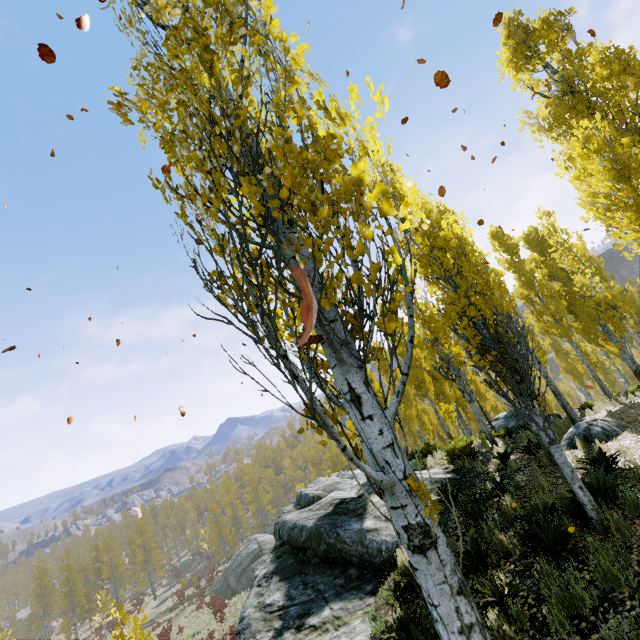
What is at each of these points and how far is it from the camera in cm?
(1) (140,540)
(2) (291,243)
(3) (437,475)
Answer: (1) instancedfoliageactor, 4816
(2) instancedfoliageactor, 202
(3) rock, 1034

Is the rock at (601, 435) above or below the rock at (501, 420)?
above

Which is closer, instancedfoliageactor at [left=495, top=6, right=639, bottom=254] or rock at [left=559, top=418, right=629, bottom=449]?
instancedfoliageactor at [left=495, top=6, right=639, bottom=254]

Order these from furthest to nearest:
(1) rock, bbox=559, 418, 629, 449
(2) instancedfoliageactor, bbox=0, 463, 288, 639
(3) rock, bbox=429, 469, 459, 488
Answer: (2) instancedfoliageactor, bbox=0, 463, 288, 639
(3) rock, bbox=429, 469, 459, 488
(1) rock, bbox=559, 418, 629, 449

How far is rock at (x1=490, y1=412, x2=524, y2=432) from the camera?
17.0 meters

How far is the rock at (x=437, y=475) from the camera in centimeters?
973cm
